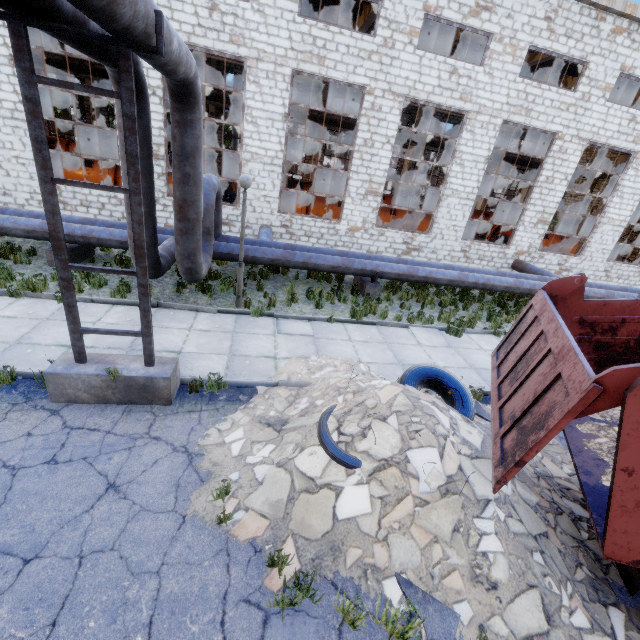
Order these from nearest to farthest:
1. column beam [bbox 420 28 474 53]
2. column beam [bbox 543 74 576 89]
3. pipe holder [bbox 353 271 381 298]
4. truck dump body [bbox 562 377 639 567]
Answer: truck dump body [bbox 562 377 639 567] → pipe holder [bbox 353 271 381 298] → column beam [bbox 420 28 474 53] → column beam [bbox 543 74 576 89]

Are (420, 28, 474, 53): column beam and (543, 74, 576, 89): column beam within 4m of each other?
no

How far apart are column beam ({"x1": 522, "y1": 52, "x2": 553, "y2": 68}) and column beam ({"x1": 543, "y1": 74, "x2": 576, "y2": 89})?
4.02m

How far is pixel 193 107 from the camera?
6.0m

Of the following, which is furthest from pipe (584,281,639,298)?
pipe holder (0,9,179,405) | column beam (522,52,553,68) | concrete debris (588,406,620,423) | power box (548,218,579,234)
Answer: power box (548,218,579,234)

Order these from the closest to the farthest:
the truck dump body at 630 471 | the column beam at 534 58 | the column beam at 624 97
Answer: the truck dump body at 630 471 < the column beam at 534 58 < the column beam at 624 97

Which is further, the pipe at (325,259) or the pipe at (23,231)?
the pipe at (325,259)

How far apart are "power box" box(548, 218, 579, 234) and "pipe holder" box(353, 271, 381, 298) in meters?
31.4
